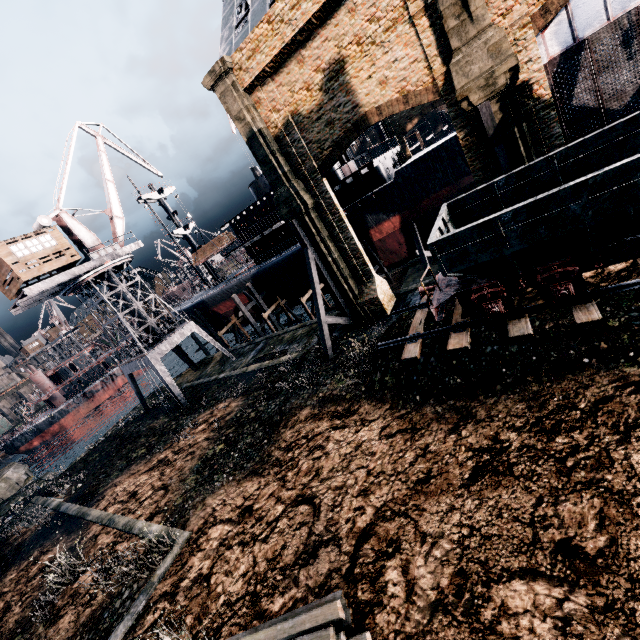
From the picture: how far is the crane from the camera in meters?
27.3 m

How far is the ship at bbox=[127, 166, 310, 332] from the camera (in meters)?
36.00

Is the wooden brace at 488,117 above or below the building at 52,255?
below

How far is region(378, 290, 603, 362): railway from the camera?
9.92m

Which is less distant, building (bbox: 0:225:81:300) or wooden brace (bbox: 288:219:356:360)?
wooden brace (bbox: 288:219:356:360)

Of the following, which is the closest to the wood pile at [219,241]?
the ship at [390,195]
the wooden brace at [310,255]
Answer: the ship at [390,195]

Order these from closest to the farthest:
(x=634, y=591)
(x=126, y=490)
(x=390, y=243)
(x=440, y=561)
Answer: (x=634, y=591), (x=440, y=561), (x=126, y=490), (x=390, y=243)

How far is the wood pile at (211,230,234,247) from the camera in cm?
3883
